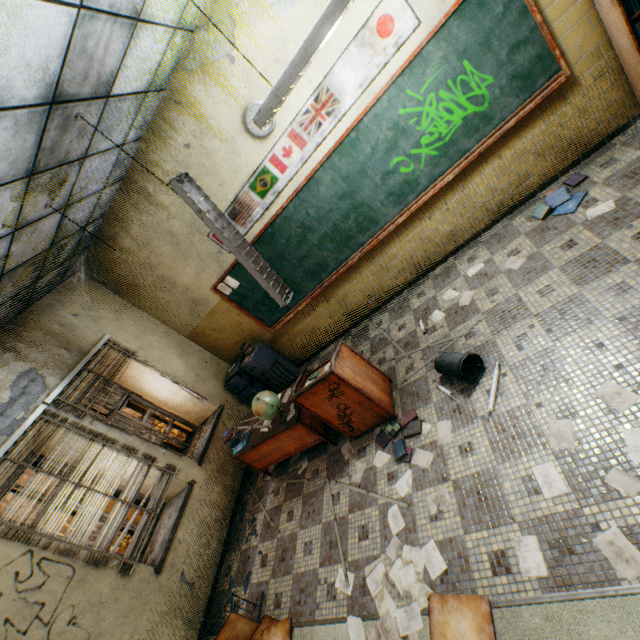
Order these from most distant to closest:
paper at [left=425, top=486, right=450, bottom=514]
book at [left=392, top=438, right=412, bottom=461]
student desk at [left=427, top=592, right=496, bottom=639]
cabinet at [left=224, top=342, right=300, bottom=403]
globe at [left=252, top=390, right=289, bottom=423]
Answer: cabinet at [left=224, top=342, right=300, bottom=403] → globe at [left=252, top=390, right=289, bottom=423] → book at [left=392, top=438, right=412, bottom=461] → paper at [left=425, top=486, right=450, bottom=514] → student desk at [left=427, top=592, right=496, bottom=639]

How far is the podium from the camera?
3.33m

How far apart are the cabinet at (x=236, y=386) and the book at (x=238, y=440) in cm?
132

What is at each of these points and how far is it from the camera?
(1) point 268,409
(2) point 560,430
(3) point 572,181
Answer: (1) globe, 3.8 meters
(2) paper, 2.3 meters
(3) book, 3.6 meters

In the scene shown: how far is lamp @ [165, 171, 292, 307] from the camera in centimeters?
288cm

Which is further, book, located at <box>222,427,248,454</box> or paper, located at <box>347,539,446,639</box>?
book, located at <box>222,427,248,454</box>

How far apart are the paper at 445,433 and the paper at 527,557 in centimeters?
90cm

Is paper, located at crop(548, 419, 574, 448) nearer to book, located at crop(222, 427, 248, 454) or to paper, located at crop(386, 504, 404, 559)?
paper, located at crop(386, 504, 404, 559)
